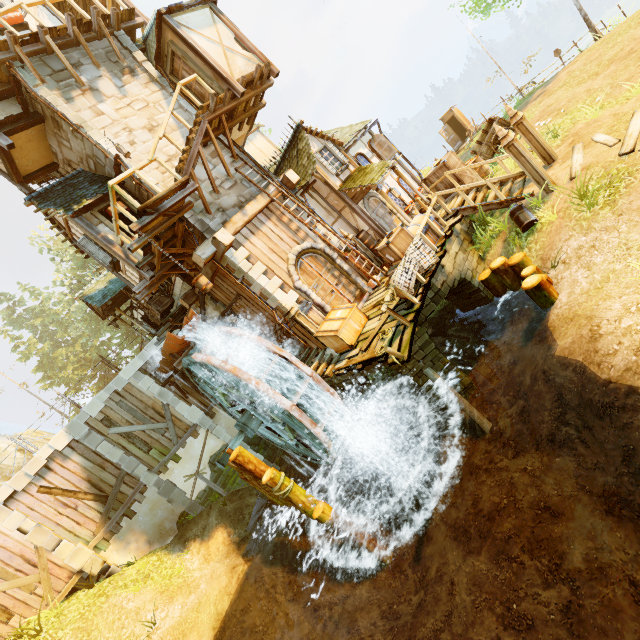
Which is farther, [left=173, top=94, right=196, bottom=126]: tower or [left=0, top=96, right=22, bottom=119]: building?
[left=173, top=94, right=196, bottom=126]: tower

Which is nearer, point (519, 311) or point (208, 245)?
point (519, 311)

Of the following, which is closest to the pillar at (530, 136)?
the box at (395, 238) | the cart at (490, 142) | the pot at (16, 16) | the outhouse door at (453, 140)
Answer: the cart at (490, 142)

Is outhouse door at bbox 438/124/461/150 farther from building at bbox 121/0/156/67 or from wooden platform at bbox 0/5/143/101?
wooden platform at bbox 0/5/143/101

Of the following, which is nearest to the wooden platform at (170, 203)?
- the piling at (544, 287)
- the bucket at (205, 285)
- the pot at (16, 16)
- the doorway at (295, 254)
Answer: the bucket at (205, 285)

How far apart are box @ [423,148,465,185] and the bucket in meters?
9.5 m

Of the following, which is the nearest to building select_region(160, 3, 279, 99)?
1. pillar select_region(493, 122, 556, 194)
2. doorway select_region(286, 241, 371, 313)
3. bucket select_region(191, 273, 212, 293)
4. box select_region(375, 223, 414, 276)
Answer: doorway select_region(286, 241, 371, 313)

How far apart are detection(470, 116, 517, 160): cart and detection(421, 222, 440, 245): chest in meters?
6.2 m
